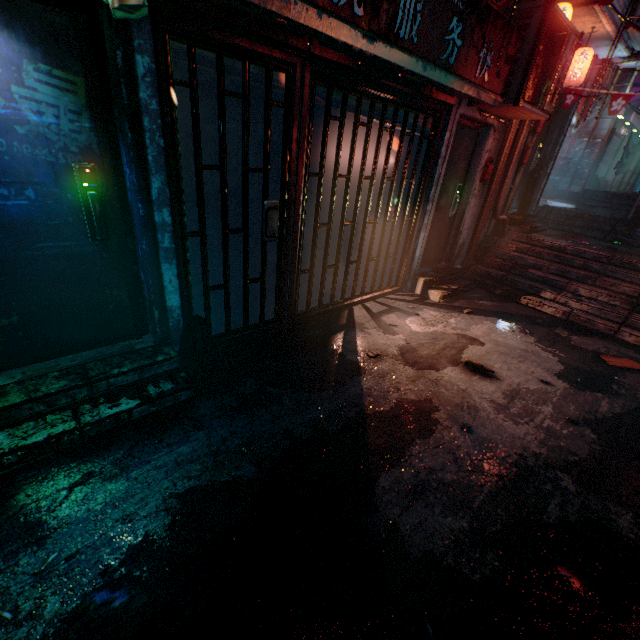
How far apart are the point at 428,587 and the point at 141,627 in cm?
127

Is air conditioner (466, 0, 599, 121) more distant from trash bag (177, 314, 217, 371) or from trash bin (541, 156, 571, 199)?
trash bin (541, 156, 571, 199)

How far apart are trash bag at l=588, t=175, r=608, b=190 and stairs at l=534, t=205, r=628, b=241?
5.6m

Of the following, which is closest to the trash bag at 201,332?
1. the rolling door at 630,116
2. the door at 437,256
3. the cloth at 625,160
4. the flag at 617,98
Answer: the door at 437,256

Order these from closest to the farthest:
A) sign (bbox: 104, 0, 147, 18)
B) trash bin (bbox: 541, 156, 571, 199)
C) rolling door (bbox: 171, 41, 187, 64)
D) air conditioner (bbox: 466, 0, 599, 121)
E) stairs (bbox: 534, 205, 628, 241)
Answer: sign (bbox: 104, 0, 147, 18)
rolling door (bbox: 171, 41, 187, 64)
air conditioner (bbox: 466, 0, 599, 121)
stairs (bbox: 534, 205, 628, 241)
trash bin (bbox: 541, 156, 571, 199)

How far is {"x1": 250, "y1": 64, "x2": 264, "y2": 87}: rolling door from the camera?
2.4 meters

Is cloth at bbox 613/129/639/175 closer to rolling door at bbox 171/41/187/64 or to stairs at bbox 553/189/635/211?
stairs at bbox 553/189/635/211

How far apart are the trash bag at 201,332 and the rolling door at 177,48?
1.75m
